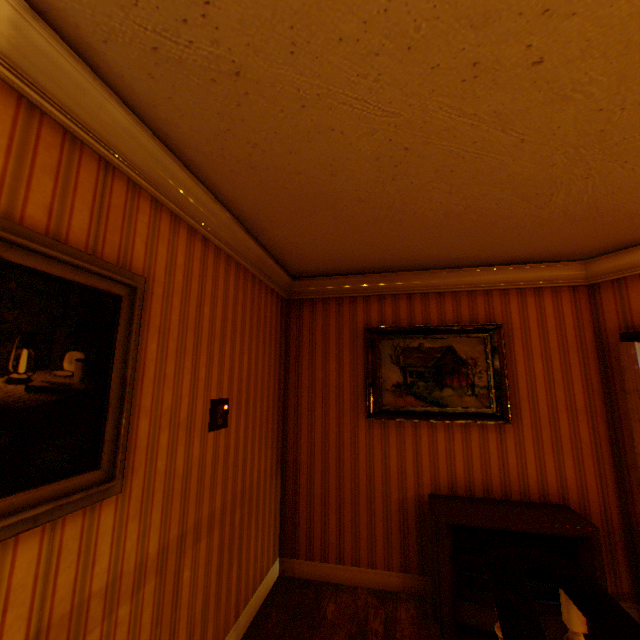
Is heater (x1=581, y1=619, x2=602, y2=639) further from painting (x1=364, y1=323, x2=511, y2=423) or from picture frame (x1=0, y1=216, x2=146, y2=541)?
picture frame (x1=0, y1=216, x2=146, y2=541)

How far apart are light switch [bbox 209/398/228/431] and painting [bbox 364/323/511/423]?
1.6m

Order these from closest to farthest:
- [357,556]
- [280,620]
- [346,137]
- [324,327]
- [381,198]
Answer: [346,137]
[381,198]
[280,620]
[357,556]
[324,327]

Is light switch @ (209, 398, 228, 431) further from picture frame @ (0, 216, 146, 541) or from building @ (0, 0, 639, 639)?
picture frame @ (0, 216, 146, 541)

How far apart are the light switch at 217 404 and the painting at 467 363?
1.6m

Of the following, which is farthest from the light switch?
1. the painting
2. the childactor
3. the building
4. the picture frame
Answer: the childactor

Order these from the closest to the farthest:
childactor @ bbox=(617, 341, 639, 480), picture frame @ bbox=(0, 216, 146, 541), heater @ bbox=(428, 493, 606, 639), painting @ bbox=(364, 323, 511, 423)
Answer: picture frame @ bbox=(0, 216, 146, 541) < childactor @ bbox=(617, 341, 639, 480) < heater @ bbox=(428, 493, 606, 639) < painting @ bbox=(364, 323, 511, 423)

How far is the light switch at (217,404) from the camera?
2.2 meters
